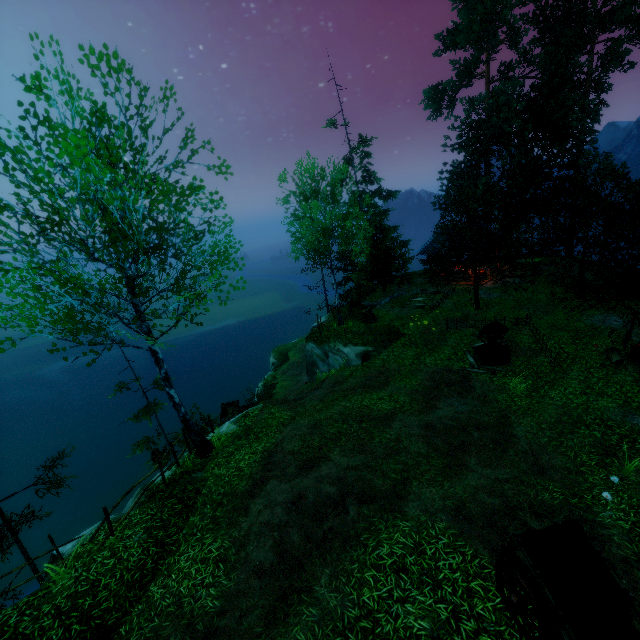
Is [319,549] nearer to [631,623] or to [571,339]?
[631,623]

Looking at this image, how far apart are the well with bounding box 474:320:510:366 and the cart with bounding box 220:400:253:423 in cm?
1220

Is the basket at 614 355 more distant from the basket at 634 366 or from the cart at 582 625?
the cart at 582 625

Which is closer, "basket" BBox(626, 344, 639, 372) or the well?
"basket" BBox(626, 344, 639, 372)

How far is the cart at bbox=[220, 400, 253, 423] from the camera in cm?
1739

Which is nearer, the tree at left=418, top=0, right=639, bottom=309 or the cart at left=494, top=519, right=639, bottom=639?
the cart at left=494, top=519, right=639, bottom=639

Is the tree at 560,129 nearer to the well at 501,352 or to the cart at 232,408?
the well at 501,352

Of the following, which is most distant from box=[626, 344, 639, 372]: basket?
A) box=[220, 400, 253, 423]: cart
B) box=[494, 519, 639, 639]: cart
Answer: box=[220, 400, 253, 423]: cart
